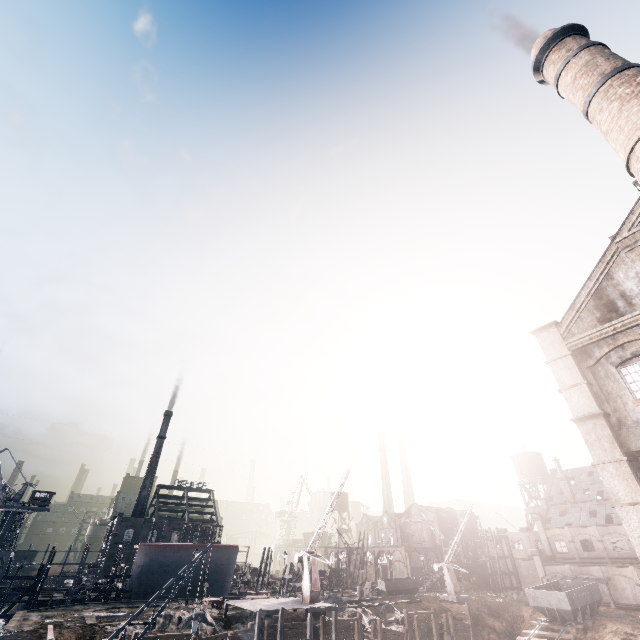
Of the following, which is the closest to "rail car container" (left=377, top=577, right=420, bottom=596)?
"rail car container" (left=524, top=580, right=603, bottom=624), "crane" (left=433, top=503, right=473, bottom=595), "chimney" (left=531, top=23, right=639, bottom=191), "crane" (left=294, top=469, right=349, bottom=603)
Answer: "crane" (left=433, top=503, right=473, bottom=595)

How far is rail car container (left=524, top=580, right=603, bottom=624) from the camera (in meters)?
37.66

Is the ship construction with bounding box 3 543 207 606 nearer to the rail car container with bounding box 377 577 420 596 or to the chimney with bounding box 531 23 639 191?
the rail car container with bounding box 377 577 420 596

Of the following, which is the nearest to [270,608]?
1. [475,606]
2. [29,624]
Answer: [29,624]

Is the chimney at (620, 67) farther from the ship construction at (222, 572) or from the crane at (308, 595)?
the ship construction at (222, 572)

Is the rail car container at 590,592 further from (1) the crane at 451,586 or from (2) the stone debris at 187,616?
(2) the stone debris at 187,616

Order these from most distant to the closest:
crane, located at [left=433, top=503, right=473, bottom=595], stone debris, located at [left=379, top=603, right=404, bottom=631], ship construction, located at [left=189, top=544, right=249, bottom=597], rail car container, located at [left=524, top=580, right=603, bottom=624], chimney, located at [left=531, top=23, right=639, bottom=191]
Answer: ship construction, located at [left=189, top=544, right=249, bottom=597], crane, located at [left=433, top=503, right=473, bottom=595], rail car container, located at [left=524, top=580, right=603, bottom=624], stone debris, located at [left=379, top=603, right=404, bottom=631], chimney, located at [left=531, top=23, right=639, bottom=191]

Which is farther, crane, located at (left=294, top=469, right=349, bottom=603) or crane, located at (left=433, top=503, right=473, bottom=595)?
crane, located at (left=433, top=503, right=473, bottom=595)
